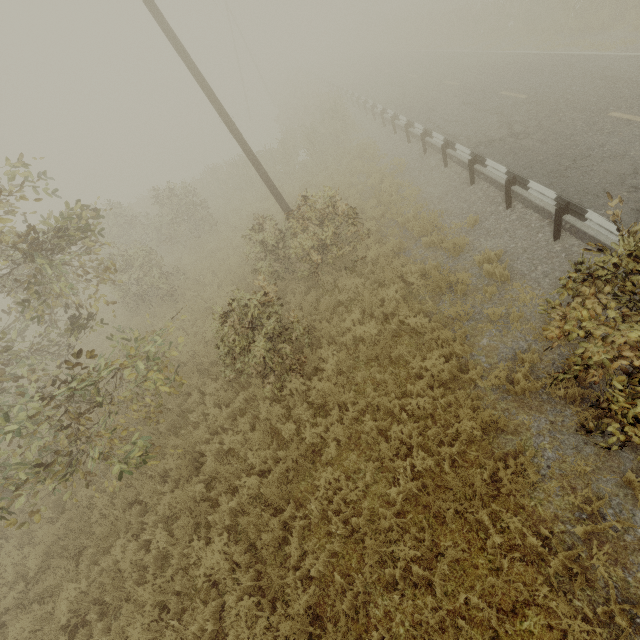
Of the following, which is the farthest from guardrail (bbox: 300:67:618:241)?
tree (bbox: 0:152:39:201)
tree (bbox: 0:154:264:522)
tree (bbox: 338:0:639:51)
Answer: tree (bbox: 0:154:264:522)

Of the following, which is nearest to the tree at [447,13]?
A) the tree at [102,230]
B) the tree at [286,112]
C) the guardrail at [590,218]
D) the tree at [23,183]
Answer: the guardrail at [590,218]

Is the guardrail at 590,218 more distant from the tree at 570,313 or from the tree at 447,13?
the tree at 447,13

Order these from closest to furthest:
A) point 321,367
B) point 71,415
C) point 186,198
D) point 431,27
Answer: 1. point 71,415
2. point 321,367
3. point 186,198
4. point 431,27

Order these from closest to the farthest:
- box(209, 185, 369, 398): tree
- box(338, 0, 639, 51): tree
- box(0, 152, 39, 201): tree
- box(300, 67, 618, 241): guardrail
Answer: box(0, 152, 39, 201): tree < box(300, 67, 618, 241): guardrail < box(209, 185, 369, 398): tree < box(338, 0, 639, 51): tree

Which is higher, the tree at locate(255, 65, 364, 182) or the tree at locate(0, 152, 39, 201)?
the tree at locate(0, 152, 39, 201)

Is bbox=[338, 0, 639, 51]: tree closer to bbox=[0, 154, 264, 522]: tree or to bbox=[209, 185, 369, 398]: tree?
bbox=[209, 185, 369, 398]: tree

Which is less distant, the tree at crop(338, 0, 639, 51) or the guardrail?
the guardrail
